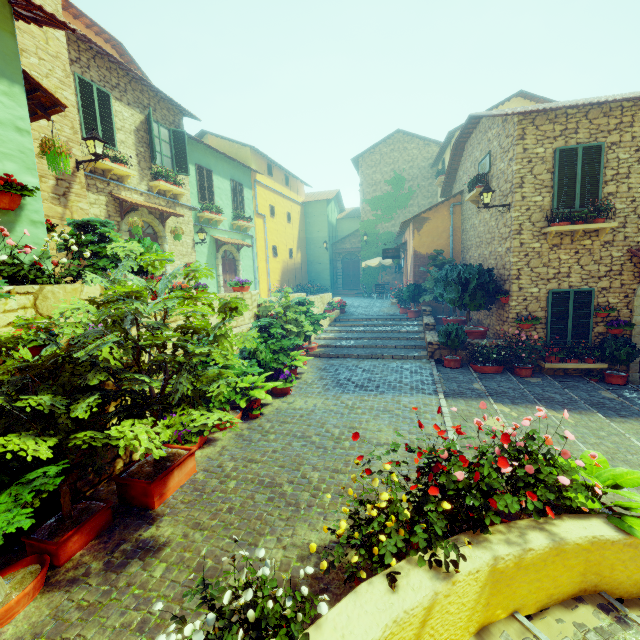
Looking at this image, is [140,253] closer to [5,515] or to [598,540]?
[5,515]

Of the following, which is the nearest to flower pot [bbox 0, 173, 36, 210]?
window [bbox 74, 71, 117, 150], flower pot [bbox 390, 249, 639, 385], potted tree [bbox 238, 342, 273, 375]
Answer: potted tree [bbox 238, 342, 273, 375]

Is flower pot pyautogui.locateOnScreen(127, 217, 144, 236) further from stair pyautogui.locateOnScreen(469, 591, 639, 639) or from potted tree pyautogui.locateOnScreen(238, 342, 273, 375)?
stair pyautogui.locateOnScreen(469, 591, 639, 639)

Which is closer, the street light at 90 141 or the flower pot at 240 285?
the street light at 90 141

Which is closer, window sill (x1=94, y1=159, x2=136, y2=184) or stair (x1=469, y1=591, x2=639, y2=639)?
stair (x1=469, y1=591, x2=639, y2=639)

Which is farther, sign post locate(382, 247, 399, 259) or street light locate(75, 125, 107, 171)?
sign post locate(382, 247, 399, 259)

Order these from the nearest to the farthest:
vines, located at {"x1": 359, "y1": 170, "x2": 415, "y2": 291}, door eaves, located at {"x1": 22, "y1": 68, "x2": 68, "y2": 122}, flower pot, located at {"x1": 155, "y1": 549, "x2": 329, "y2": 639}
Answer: flower pot, located at {"x1": 155, "y1": 549, "x2": 329, "y2": 639}, door eaves, located at {"x1": 22, "y1": 68, "x2": 68, "y2": 122}, vines, located at {"x1": 359, "y1": 170, "x2": 415, "y2": 291}

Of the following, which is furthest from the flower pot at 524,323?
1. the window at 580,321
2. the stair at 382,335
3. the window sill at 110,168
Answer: the window sill at 110,168
